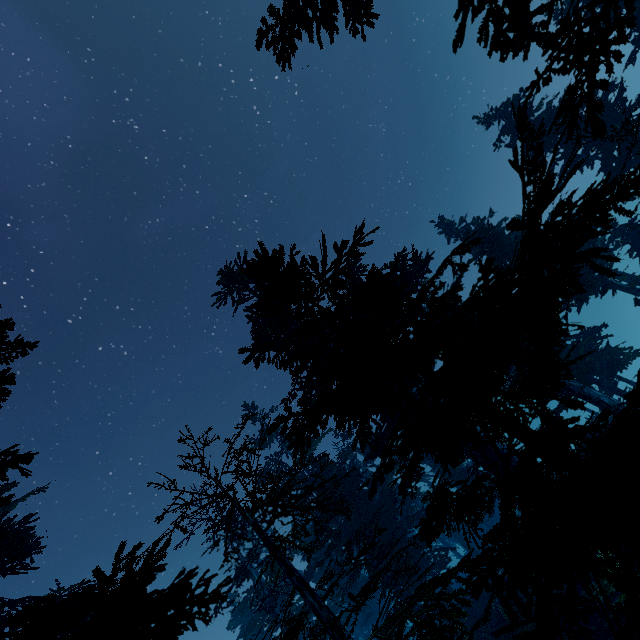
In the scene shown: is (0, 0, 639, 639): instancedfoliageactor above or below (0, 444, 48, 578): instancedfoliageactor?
below

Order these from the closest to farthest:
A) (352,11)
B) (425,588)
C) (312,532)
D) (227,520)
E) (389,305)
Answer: (389,305), (425,588), (227,520), (352,11), (312,532)

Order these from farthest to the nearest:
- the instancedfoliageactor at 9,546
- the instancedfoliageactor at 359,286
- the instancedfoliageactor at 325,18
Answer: the instancedfoliageactor at 325,18, the instancedfoliageactor at 9,546, the instancedfoliageactor at 359,286

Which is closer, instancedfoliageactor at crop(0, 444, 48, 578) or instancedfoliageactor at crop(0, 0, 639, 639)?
instancedfoliageactor at crop(0, 0, 639, 639)

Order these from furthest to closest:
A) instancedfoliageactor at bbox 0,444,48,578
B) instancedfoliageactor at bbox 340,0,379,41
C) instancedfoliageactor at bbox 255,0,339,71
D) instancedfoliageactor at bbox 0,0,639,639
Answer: instancedfoliageactor at bbox 340,0,379,41, instancedfoliageactor at bbox 255,0,339,71, instancedfoliageactor at bbox 0,444,48,578, instancedfoliageactor at bbox 0,0,639,639

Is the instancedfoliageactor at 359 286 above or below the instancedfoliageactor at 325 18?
below
